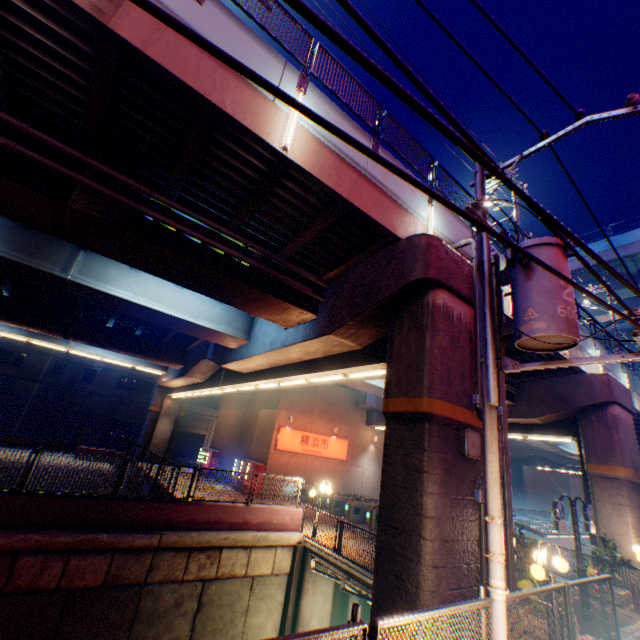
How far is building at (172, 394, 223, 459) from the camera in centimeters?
4309cm

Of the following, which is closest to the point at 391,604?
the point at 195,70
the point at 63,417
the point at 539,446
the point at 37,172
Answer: the point at 195,70

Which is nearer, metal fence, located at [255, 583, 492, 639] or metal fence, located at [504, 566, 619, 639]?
metal fence, located at [255, 583, 492, 639]

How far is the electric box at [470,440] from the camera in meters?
7.1 m

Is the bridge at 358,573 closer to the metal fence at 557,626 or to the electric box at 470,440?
the metal fence at 557,626

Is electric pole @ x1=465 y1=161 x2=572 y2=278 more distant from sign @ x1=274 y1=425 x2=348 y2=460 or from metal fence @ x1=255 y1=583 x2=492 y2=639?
sign @ x1=274 y1=425 x2=348 y2=460

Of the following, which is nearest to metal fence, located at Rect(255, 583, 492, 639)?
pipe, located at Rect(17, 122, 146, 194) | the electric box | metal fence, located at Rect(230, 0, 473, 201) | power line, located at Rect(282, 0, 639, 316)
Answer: the electric box

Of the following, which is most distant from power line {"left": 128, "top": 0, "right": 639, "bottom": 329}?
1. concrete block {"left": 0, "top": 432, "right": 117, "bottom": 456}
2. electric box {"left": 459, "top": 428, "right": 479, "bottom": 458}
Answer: concrete block {"left": 0, "top": 432, "right": 117, "bottom": 456}
